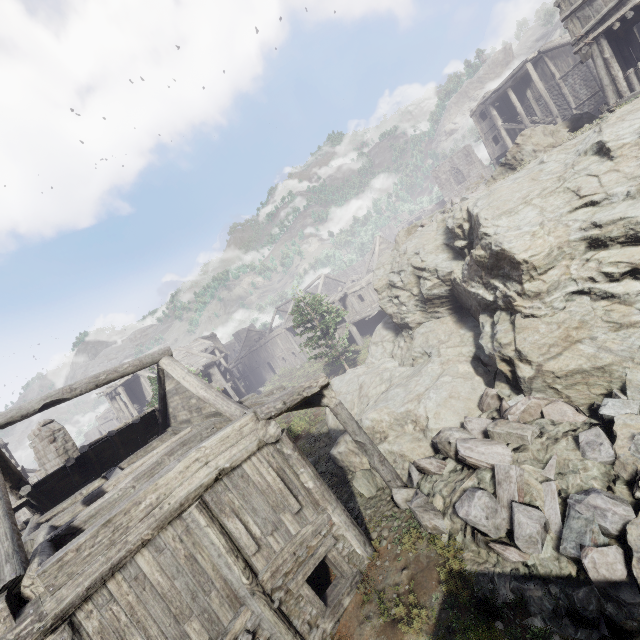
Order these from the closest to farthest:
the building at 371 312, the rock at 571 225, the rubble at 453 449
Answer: the rubble at 453 449 < the rock at 571 225 < the building at 371 312

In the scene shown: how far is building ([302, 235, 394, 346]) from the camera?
32.5 meters

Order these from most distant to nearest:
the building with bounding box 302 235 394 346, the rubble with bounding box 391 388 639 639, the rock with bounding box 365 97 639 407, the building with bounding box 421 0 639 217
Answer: the building with bounding box 302 235 394 346 < the building with bounding box 421 0 639 217 < the rock with bounding box 365 97 639 407 < the rubble with bounding box 391 388 639 639

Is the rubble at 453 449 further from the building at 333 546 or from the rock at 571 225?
the building at 333 546

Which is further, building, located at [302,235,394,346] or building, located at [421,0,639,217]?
building, located at [302,235,394,346]

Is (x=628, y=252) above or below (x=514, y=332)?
above

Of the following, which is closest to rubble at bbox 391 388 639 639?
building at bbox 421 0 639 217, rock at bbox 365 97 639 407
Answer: rock at bbox 365 97 639 407

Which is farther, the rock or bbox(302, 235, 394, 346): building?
bbox(302, 235, 394, 346): building
